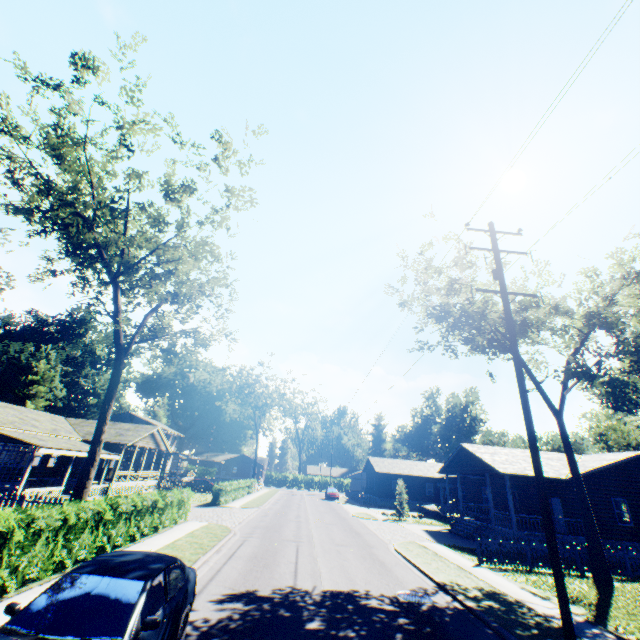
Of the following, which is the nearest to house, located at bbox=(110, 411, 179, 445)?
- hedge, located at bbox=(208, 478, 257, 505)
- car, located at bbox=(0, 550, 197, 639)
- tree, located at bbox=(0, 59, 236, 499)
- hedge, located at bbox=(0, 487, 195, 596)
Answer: hedge, located at bbox=(208, 478, 257, 505)

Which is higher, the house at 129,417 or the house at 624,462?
the house at 129,417

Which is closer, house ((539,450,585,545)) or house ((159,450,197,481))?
house ((539,450,585,545))

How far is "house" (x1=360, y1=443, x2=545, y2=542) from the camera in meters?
22.2 m

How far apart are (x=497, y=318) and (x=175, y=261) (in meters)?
20.38

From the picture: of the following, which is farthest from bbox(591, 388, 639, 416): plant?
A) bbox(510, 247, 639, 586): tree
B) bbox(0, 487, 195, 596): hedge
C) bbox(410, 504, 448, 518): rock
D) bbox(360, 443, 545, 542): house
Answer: bbox(0, 487, 195, 596): hedge

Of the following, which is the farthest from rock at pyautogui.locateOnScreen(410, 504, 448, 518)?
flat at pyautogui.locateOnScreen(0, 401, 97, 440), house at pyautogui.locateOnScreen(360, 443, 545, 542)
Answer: flat at pyautogui.locateOnScreen(0, 401, 97, 440)

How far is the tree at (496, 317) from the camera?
17.8m
